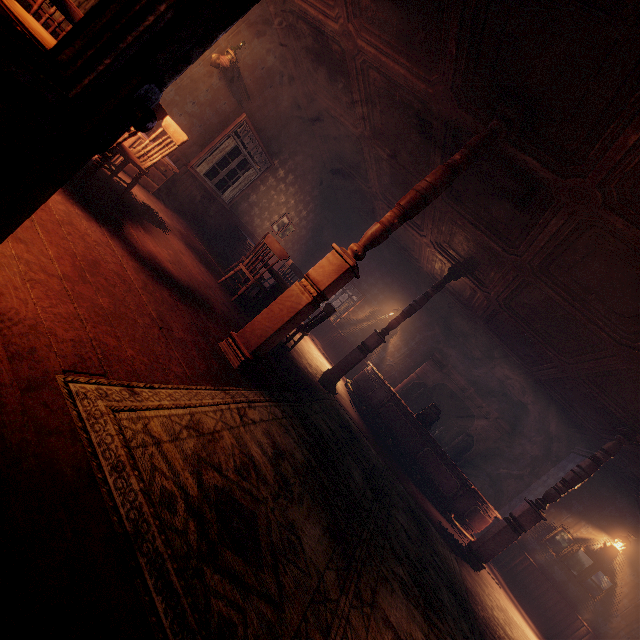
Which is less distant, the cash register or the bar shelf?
the cash register

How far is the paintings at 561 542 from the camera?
7.9m

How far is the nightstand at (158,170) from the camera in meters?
5.8

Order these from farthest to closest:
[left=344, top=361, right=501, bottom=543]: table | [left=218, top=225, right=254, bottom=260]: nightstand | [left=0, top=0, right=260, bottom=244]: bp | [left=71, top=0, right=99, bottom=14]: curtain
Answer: [left=218, top=225, right=254, bottom=260]: nightstand → [left=344, top=361, right=501, bottom=543]: table → [left=71, top=0, right=99, bottom=14]: curtain → [left=0, top=0, right=260, bottom=244]: bp

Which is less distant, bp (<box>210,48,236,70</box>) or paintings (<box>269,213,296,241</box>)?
bp (<box>210,48,236,70</box>)

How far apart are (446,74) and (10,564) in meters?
5.1

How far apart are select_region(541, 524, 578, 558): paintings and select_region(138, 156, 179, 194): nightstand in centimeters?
1190cm

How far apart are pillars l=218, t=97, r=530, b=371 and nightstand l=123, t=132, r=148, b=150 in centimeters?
404cm
